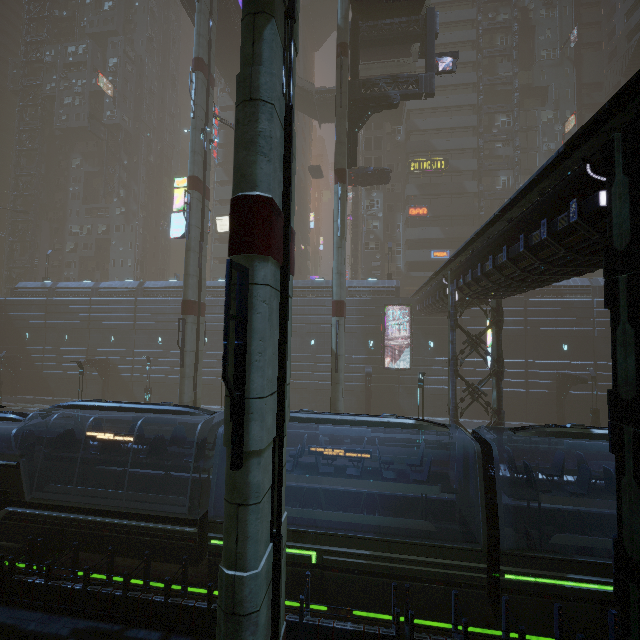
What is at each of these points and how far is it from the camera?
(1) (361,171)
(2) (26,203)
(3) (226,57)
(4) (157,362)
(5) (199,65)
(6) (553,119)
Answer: (1) car, 29.9m
(2) building, 55.6m
(3) bridge, 38.5m
(4) building, 36.5m
(5) sm, 23.6m
(6) building, 43.9m

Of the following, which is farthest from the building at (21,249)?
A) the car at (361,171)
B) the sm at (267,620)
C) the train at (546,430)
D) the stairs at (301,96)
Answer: the car at (361,171)

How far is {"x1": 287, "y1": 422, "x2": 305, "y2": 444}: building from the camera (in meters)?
23.06

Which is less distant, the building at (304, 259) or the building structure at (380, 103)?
the building structure at (380, 103)

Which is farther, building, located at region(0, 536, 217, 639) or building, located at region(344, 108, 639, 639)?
building, located at region(0, 536, 217, 639)

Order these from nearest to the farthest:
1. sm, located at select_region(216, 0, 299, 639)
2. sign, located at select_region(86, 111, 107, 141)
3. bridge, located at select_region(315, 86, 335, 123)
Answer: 1. sm, located at select_region(216, 0, 299, 639)
2. bridge, located at select_region(315, 86, 335, 123)
3. sign, located at select_region(86, 111, 107, 141)

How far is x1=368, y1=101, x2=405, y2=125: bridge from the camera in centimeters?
4162cm

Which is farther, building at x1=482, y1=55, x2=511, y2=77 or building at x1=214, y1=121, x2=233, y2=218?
building at x1=214, y1=121, x2=233, y2=218
